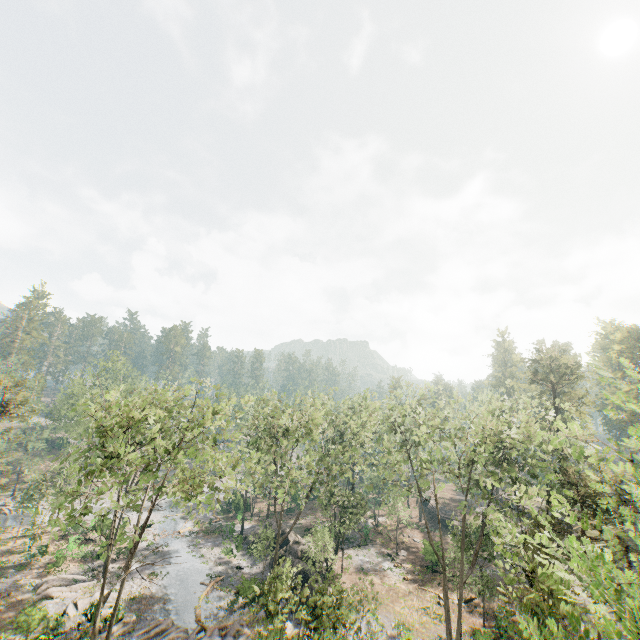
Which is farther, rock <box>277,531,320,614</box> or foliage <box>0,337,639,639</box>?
rock <box>277,531,320,614</box>

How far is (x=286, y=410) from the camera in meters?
31.6

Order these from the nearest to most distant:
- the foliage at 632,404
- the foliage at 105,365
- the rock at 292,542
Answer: the foliage at 632,404, the foliage at 105,365, the rock at 292,542

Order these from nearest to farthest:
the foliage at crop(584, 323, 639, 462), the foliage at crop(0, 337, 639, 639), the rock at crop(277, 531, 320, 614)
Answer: the foliage at crop(584, 323, 639, 462)
the foliage at crop(0, 337, 639, 639)
the rock at crop(277, 531, 320, 614)

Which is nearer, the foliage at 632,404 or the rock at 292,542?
the foliage at 632,404

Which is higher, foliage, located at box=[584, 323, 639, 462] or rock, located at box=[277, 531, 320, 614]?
foliage, located at box=[584, 323, 639, 462]

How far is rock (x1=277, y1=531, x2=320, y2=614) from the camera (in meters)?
29.32
